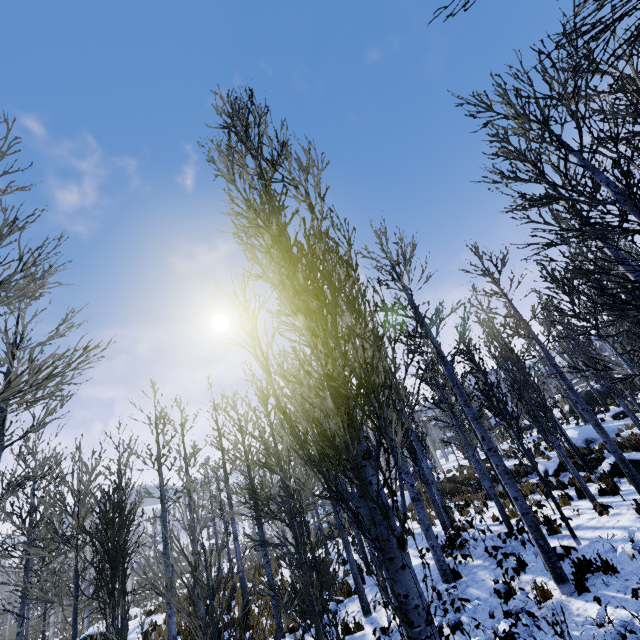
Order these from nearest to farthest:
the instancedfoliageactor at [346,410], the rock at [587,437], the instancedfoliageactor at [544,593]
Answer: the instancedfoliageactor at [346,410], the instancedfoliageactor at [544,593], the rock at [587,437]

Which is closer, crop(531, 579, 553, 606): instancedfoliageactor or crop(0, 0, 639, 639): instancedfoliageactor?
crop(0, 0, 639, 639): instancedfoliageactor

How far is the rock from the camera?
18.4 meters

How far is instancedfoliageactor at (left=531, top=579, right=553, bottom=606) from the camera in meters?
6.1 m

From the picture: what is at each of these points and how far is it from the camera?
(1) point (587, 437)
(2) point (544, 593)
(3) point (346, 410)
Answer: (1) rock, 18.8 meters
(2) instancedfoliageactor, 6.2 meters
(3) instancedfoliageactor, 2.8 meters

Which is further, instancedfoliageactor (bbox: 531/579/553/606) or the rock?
the rock

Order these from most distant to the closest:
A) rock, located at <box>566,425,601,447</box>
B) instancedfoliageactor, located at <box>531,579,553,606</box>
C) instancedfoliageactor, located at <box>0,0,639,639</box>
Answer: rock, located at <box>566,425,601,447</box> < instancedfoliageactor, located at <box>531,579,553,606</box> < instancedfoliageactor, located at <box>0,0,639,639</box>

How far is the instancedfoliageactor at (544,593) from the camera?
6.1 meters
